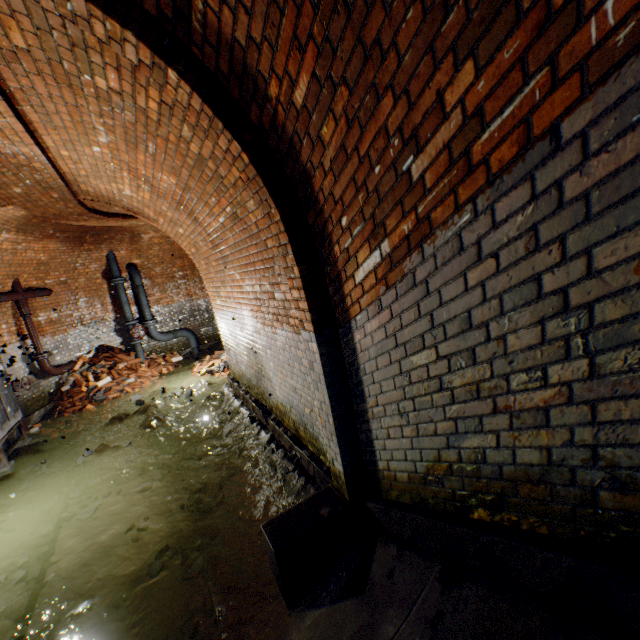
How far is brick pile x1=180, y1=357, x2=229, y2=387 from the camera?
8.3 meters

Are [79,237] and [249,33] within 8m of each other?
no

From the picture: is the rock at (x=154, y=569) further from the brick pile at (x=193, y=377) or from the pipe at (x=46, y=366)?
the pipe at (x=46, y=366)

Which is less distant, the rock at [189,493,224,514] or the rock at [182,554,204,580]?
the rock at [182,554,204,580]

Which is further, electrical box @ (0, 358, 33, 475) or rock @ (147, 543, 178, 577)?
electrical box @ (0, 358, 33, 475)

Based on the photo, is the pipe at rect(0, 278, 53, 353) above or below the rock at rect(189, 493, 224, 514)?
above

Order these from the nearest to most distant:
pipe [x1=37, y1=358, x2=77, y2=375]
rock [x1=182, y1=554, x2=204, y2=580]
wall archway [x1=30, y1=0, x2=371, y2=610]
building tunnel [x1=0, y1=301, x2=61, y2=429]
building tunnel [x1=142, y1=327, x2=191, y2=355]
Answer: wall archway [x1=30, y1=0, x2=371, y2=610]
rock [x1=182, y1=554, x2=204, y2=580]
building tunnel [x1=0, y1=301, x2=61, y2=429]
pipe [x1=37, y1=358, x2=77, y2=375]
building tunnel [x1=142, y1=327, x2=191, y2=355]

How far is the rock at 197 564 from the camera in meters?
3.4
